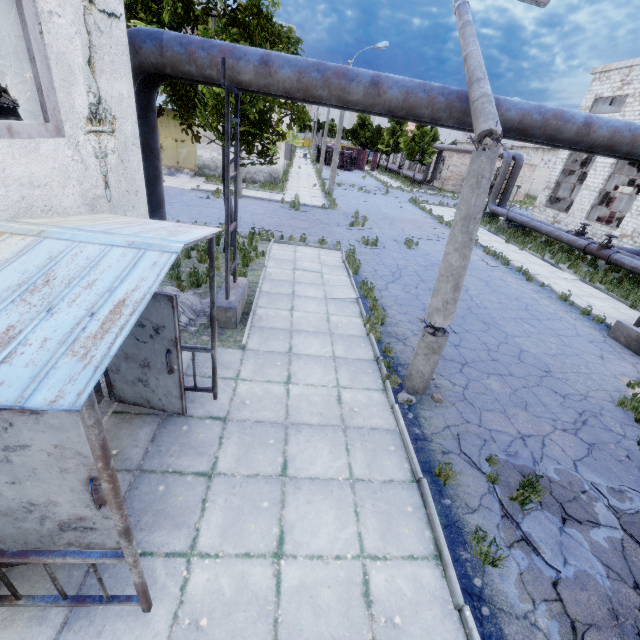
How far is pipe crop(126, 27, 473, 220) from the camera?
5.1m

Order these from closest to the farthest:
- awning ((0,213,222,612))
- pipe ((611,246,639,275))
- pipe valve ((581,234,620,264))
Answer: awning ((0,213,222,612)) < pipe ((611,246,639,275)) < pipe valve ((581,234,620,264))

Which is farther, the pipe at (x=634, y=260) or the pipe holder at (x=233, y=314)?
the pipe at (x=634, y=260)

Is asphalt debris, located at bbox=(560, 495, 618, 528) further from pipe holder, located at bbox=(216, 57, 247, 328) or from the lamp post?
pipe holder, located at bbox=(216, 57, 247, 328)

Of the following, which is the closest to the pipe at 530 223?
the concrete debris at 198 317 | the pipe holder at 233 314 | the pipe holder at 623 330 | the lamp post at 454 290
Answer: the pipe holder at 623 330

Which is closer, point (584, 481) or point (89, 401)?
point (89, 401)

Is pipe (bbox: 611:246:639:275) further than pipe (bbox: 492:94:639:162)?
Yes

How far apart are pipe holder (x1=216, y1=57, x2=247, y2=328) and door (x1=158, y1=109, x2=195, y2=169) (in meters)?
21.03
